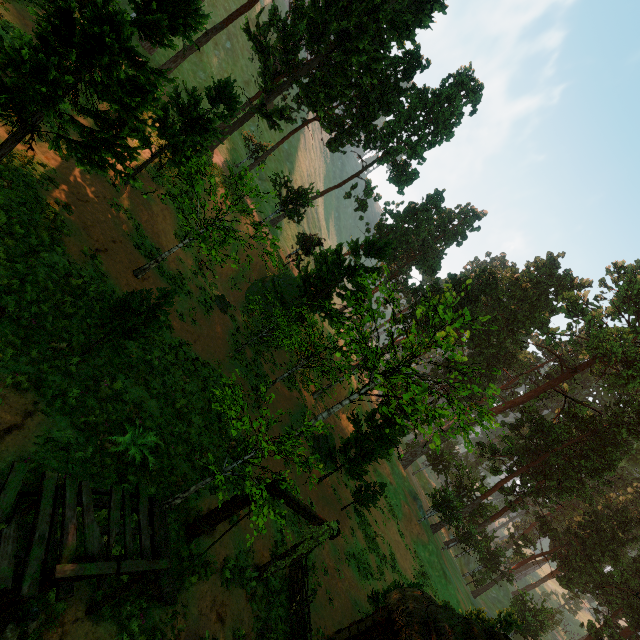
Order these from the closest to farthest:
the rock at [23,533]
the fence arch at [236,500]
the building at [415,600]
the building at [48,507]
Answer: the building at [48,507] → the rock at [23,533] → the fence arch at [236,500] → the building at [415,600]

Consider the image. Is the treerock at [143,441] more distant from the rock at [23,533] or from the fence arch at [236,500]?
the rock at [23,533]

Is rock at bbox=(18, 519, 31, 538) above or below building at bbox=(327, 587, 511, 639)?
below

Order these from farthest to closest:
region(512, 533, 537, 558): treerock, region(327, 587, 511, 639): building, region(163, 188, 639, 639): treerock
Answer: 1. region(512, 533, 537, 558): treerock
2. region(163, 188, 639, 639): treerock
3. region(327, 587, 511, 639): building

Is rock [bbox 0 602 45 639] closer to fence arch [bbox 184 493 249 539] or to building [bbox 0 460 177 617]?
building [bbox 0 460 177 617]

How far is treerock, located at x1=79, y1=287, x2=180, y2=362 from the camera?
9.52m

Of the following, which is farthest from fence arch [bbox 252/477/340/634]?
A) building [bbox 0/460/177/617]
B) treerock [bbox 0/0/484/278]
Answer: treerock [bbox 0/0/484/278]

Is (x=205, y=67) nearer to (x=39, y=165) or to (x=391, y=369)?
(x=39, y=165)
